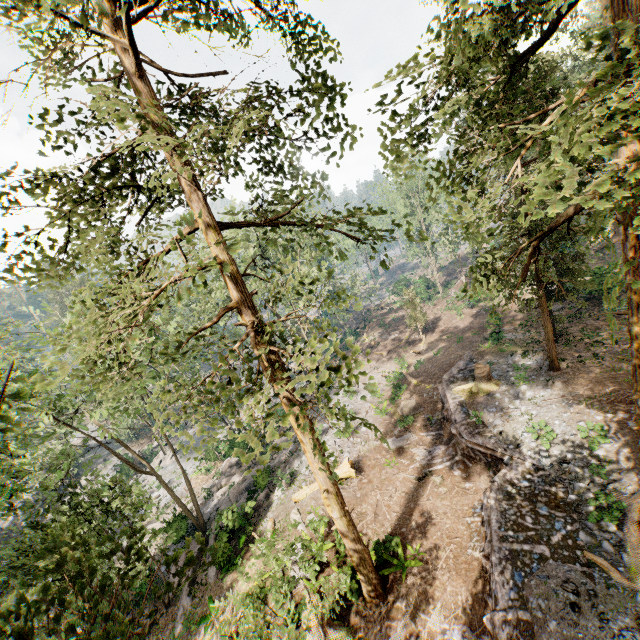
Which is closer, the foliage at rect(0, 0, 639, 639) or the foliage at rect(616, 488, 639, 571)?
the foliage at rect(0, 0, 639, 639)

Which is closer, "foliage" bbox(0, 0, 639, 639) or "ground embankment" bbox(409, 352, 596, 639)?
"foliage" bbox(0, 0, 639, 639)

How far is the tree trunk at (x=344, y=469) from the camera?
19.34m

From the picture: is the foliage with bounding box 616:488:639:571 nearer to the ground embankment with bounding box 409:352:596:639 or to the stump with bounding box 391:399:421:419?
the ground embankment with bounding box 409:352:596:639

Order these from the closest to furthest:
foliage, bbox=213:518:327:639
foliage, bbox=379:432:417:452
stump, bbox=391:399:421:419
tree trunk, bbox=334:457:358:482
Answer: foliage, bbox=379:432:417:452 → foliage, bbox=213:518:327:639 → tree trunk, bbox=334:457:358:482 → stump, bbox=391:399:421:419

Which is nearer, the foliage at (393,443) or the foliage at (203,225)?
the foliage at (203,225)

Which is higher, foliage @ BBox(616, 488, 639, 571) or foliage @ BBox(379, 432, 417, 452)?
foliage @ BBox(616, 488, 639, 571)

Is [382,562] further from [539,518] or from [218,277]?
[218,277]
